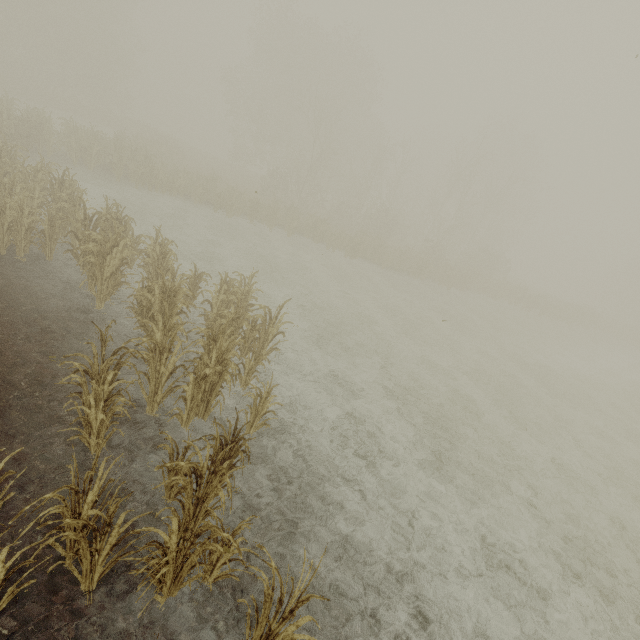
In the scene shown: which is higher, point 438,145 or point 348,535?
point 438,145
